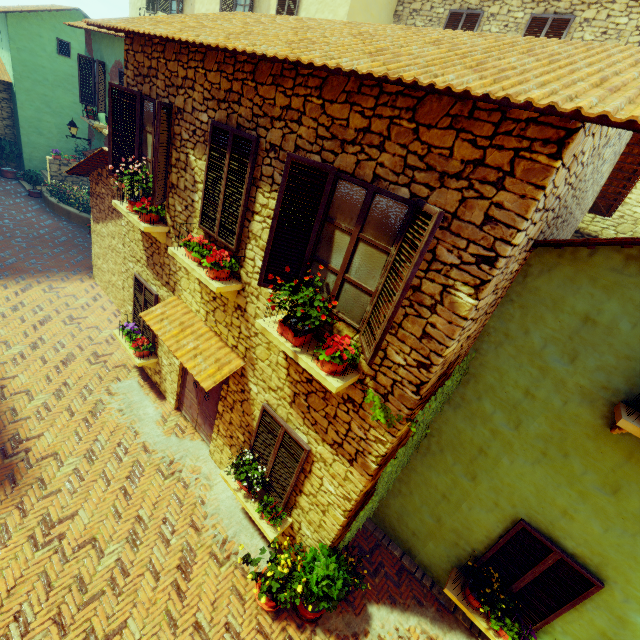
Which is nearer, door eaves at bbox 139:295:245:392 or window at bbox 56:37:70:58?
door eaves at bbox 139:295:245:392

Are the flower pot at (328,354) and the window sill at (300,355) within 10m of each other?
yes

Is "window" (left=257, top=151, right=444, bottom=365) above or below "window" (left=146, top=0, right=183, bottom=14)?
below

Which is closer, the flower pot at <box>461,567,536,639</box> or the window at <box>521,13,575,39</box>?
the flower pot at <box>461,567,536,639</box>

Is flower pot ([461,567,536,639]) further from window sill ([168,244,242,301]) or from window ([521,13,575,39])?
window sill ([168,244,242,301])

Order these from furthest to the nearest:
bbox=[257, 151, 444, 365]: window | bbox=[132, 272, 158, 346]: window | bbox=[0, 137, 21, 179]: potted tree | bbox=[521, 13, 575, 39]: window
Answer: bbox=[0, 137, 21, 179]: potted tree → bbox=[521, 13, 575, 39]: window → bbox=[132, 272, 158, 346]: window → bbox=[257, 151, 444, 365]: window

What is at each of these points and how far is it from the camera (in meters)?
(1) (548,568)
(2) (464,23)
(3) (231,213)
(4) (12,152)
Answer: (1) window, 4.74
(2) window, 9.88
(3) window, 5.09
(4) potted tree, 17.19

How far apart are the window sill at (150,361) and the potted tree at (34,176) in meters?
13.8
